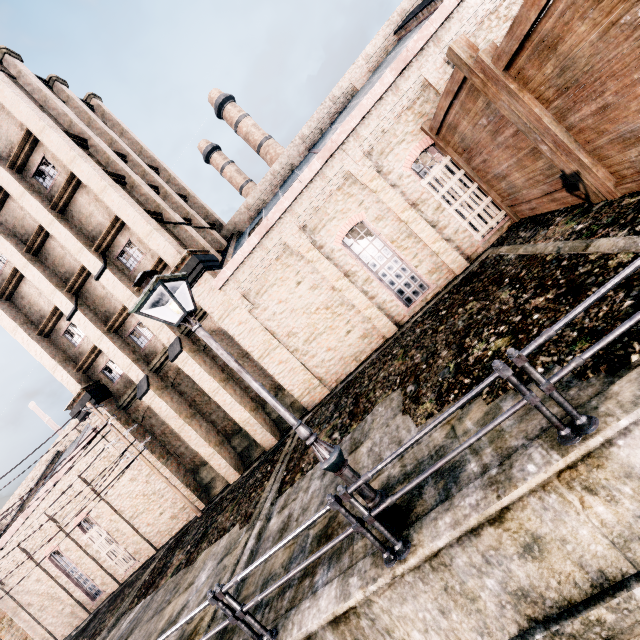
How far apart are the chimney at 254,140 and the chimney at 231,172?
2.6m

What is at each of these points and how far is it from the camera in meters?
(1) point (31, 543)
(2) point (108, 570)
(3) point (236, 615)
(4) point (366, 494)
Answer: (1) building, 22.7
(2) building, 21.9
(3) metal railing, 5.2
(4) street light, 5.2

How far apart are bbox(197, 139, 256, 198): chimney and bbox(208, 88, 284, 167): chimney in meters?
2.6 m

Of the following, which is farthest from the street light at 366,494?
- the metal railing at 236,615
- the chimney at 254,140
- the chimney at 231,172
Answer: the chimney at 231,172

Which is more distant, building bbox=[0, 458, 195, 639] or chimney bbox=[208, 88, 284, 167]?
chimney bbox=[208, 88, 284, 167]

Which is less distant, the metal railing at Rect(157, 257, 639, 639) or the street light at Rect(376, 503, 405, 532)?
the metal railing at Rect(157, 257, 639, 639)

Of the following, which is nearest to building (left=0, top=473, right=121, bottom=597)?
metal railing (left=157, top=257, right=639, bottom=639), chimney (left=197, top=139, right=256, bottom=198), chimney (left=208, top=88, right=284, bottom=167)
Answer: metal railing (left=157, top=257, right=639, bottom=639)

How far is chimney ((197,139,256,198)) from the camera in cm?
4084
